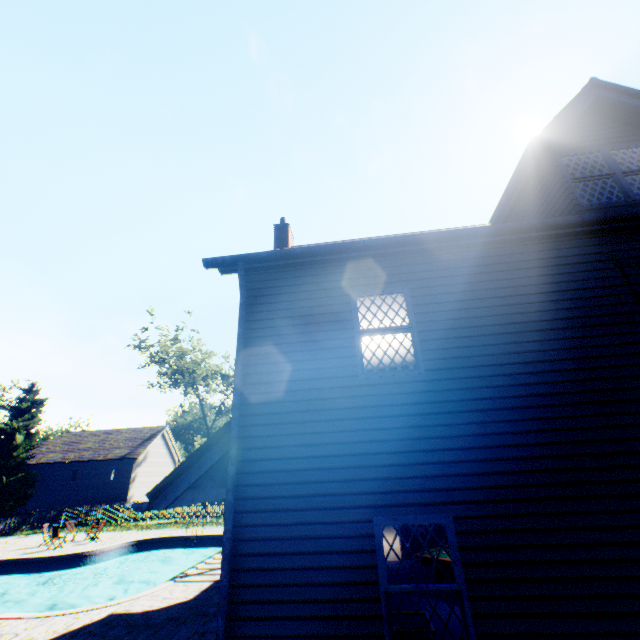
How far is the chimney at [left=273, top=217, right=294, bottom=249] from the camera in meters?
12.3 m

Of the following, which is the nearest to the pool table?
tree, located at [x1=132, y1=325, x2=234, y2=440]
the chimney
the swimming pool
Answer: the chimney

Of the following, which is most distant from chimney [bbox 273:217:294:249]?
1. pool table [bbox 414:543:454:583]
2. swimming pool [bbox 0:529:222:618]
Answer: swimming pool [bbox 0:529:222:618]

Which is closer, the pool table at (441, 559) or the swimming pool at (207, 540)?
the pool table at (441, 559)

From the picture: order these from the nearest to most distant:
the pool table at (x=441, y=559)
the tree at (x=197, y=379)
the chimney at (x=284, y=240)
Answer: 1. the pool table at (x=441, y=559)
2. the chimney at (x=284, y=240)
3. the tree at (x=197, y=379)

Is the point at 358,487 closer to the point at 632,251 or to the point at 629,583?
the point at 629,583

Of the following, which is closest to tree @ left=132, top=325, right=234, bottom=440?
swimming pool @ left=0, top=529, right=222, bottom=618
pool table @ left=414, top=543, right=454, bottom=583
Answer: swimming pool @ left=0, top=529, right=222, bottom=618

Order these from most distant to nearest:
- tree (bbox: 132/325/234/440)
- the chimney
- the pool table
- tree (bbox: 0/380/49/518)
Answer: tree (bbox: 132/325/234/440), tree (bbox: 0/380/49/518), the chimney, the pool table
